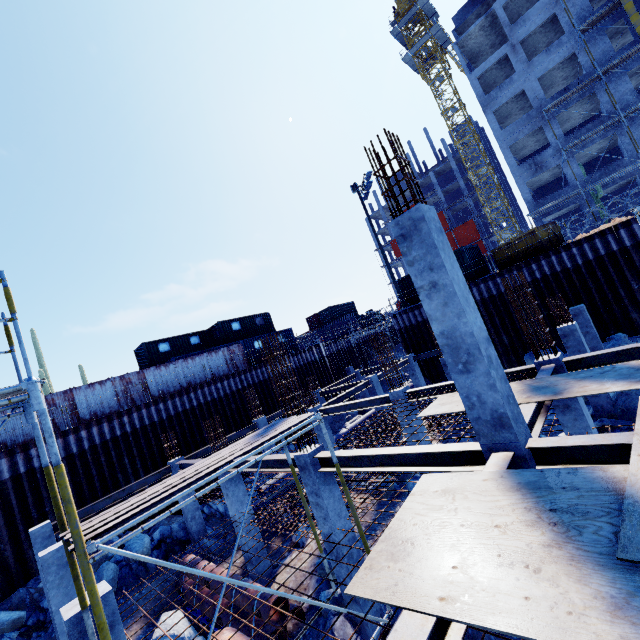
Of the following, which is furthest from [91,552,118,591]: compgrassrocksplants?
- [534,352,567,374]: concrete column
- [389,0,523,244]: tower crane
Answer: [389,0,523,244]: tower crane

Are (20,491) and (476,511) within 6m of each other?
no

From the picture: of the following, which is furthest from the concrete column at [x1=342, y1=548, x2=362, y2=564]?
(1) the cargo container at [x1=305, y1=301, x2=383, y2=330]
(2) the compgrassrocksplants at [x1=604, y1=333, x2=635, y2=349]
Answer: (1) the cargo container at [x1=305, y1=301, x2=383, y2=330]

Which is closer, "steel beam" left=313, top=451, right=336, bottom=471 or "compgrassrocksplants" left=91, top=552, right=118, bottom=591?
"steel beam" left=313, top=451, right=336, bottom=471

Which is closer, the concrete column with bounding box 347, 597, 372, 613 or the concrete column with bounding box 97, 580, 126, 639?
the concrete column with bounding box 97, 580, 126, 639

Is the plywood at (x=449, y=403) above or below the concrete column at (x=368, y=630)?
above

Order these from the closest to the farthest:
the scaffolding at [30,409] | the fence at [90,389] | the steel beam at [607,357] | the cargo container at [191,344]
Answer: the scaffolding at [30,409], the steel beam at [607,357], the fence at [90,389], the cargo container at [191,344]

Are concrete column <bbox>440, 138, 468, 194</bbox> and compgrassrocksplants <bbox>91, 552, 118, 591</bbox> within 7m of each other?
no
